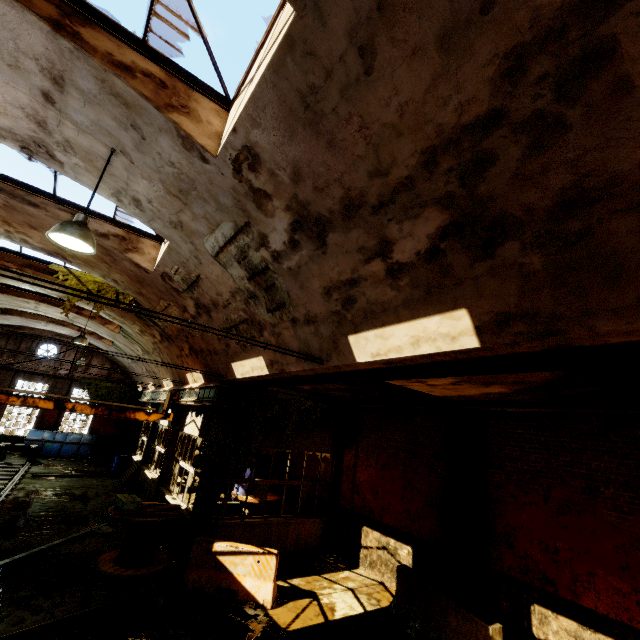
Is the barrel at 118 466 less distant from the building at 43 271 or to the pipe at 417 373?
the building at 43 271

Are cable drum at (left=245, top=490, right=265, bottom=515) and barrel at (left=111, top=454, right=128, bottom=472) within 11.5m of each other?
yes

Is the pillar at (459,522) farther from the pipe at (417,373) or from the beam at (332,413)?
the beam at (332,413)

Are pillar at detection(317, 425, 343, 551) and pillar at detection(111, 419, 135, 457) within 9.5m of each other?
no

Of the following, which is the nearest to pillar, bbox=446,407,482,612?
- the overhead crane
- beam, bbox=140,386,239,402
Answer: beam, bbox=140,386,239,402

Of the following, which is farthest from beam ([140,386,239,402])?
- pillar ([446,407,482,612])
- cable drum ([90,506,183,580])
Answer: pillar ([446,407,482,612])

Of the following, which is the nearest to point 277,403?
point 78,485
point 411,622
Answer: point 411,622

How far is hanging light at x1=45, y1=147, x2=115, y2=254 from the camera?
4.1 meters
